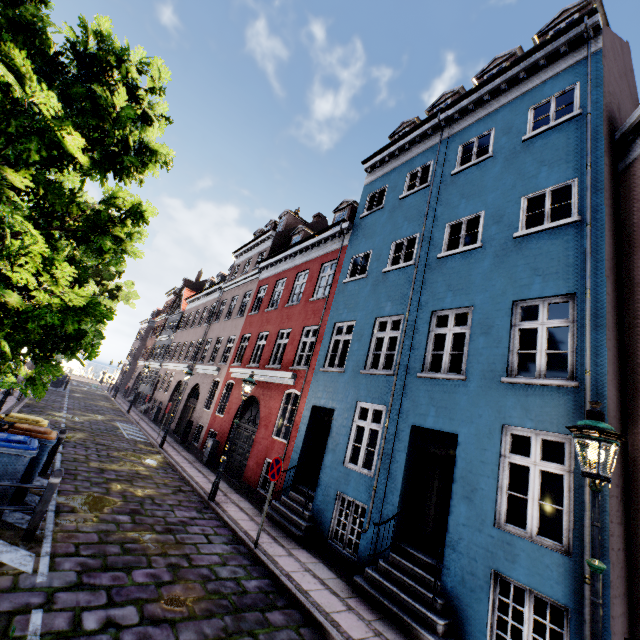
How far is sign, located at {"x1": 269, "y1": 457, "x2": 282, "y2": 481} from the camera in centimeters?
752cm

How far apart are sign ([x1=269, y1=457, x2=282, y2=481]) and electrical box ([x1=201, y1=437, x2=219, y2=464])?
7.8m

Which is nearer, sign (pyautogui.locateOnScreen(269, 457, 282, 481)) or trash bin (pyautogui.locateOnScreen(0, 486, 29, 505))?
trash bin (pyautogui.locateOnScreen(0, 486, 29, 505))

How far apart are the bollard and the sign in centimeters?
406cm

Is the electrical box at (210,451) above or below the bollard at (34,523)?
above

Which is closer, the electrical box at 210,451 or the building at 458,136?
the building at 458,136

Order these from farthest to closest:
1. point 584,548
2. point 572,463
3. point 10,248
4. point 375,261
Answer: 1. point 375,261
2. point 572,463
3. point 584,548
4. point 10,248

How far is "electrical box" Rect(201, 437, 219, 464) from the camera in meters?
14.4 m
